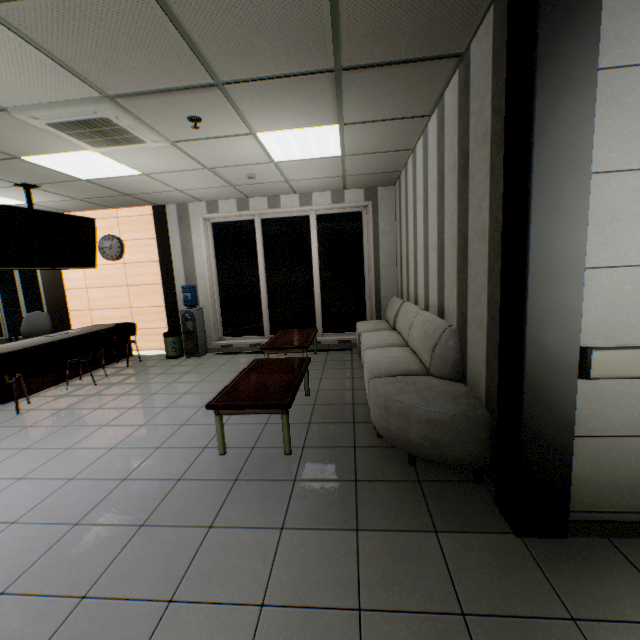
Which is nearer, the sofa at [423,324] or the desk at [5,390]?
the sofa at [423,324]

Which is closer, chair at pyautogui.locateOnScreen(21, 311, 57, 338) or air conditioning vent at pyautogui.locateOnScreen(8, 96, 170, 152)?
air conditioning vent at pyautogui.locateOnScreen(8, 96, 170, 152)

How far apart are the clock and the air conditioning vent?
3.6 meters

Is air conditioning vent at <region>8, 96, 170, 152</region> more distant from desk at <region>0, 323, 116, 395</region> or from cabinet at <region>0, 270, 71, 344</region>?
cabinet at <region>0, 270, 71, 344</region>

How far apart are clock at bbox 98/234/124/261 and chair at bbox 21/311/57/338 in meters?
1.6

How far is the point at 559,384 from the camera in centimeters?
181cm

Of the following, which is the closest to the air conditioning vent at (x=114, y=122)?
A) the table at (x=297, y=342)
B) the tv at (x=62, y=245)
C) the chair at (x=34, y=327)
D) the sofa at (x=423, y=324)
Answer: the tv at (x=62, y=245)

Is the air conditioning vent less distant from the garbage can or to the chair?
the garbage can
